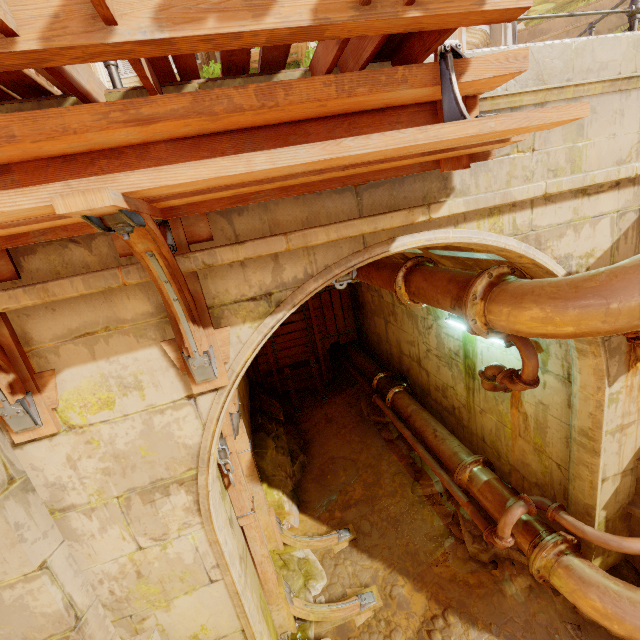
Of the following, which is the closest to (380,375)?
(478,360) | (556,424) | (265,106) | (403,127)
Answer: (478,360)

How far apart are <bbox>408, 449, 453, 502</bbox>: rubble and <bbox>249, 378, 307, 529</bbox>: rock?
2.27m

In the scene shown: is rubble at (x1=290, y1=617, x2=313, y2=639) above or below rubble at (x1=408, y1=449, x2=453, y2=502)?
below

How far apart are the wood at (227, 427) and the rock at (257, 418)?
3.1 meters

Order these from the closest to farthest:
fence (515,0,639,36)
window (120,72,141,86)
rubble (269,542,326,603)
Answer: fence (515,0,639,36) → rubble (269,542,326,603) → window (120,72,141,86)

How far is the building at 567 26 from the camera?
11.9 meters

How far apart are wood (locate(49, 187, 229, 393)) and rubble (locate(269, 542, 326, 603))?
4.2 meters

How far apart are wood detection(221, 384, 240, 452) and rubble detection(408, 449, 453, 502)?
4.0 meters
